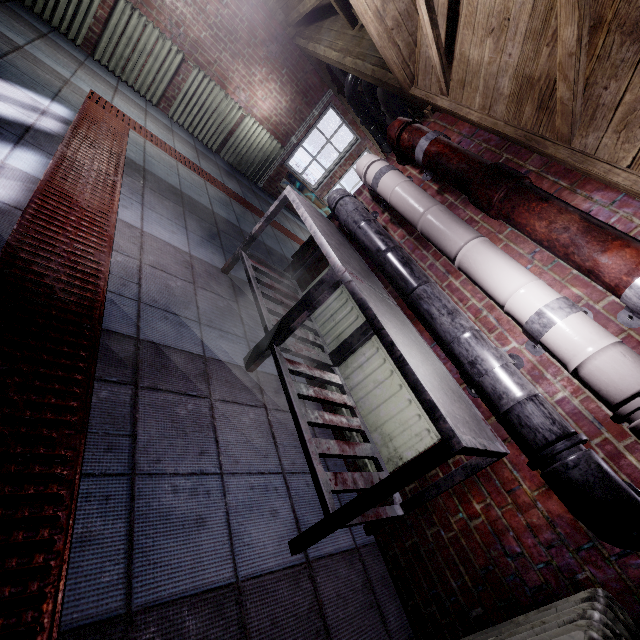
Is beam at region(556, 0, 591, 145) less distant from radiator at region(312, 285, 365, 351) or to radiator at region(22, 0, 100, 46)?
radiator at region(312, 285, 365, 351)

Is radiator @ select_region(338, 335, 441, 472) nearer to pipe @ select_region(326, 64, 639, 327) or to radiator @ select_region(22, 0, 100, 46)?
pipe @ select_region(326, 64, 639, 327)

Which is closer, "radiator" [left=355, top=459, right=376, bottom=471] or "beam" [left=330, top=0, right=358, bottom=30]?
"radiator" [left=355, top=459, right=376, bottom=471]

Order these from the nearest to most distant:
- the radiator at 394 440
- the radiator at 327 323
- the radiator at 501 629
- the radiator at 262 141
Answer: the radiator at 501 629 → the radiator at 394 440 → the radiator at 327 323 → the radiator at 262 141

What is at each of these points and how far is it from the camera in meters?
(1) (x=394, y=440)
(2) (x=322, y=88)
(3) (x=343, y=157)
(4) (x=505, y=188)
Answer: (1) radiator, 1.8 m
(2) window, 5.3 m
(3) window, 6.2 m
(4) pipe, 1.5 m

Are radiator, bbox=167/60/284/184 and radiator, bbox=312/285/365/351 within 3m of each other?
no

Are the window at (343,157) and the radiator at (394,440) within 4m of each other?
no

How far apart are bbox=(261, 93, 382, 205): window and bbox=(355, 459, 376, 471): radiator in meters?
Answer: 4.9 m
